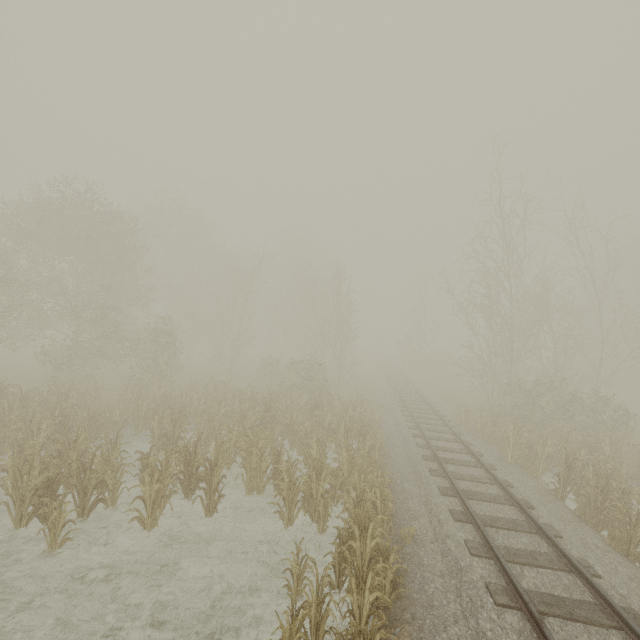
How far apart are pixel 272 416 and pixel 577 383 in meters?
19.6 m
